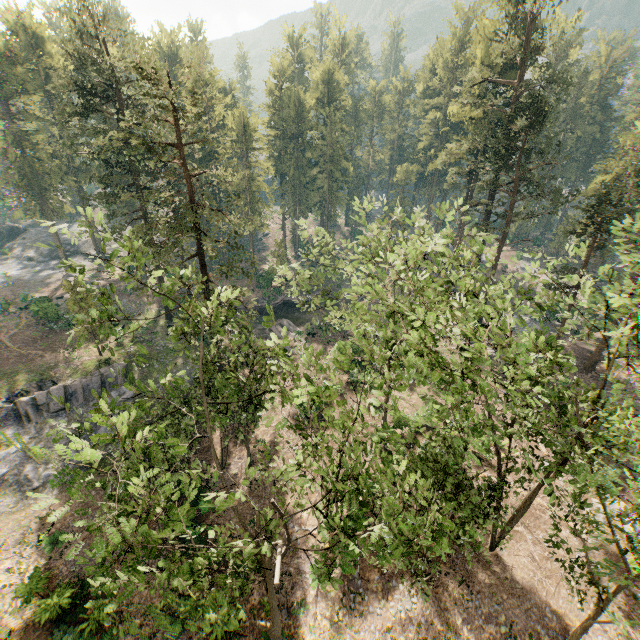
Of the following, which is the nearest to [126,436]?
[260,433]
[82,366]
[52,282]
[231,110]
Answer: [260,433]

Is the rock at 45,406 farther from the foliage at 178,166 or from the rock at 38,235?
the rock at 38,235

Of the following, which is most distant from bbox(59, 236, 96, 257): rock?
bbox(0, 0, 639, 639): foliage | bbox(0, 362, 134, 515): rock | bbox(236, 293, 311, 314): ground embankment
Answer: → bbox(0, 362, 134, 515): rock

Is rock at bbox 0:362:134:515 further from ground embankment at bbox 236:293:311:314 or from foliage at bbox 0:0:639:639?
ground embankment at bbox 236:293:311:314

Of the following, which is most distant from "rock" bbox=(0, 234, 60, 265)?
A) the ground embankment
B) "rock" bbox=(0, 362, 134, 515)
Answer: "rock" bbox=(0, 362, 134, 515)

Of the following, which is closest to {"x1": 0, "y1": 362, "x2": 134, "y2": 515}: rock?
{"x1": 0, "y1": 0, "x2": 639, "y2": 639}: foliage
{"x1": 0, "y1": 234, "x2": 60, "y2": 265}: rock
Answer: {"x1": 0, "y1": 0, "x2": 639, "y2": 639}: foliage

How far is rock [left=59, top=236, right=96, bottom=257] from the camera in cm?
5734

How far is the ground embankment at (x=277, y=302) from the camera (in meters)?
44.39
